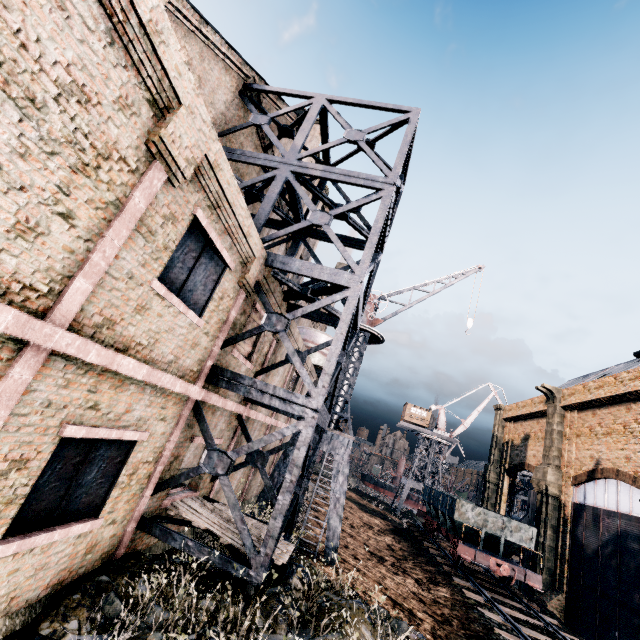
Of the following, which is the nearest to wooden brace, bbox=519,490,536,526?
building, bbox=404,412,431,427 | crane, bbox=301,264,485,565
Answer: Answer: crane, bbox=301,264,485,565

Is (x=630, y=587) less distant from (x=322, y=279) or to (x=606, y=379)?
(x=606, y=379)

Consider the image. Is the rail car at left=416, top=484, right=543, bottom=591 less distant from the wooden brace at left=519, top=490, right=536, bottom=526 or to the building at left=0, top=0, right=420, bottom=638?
the wooden brace at left=519, top=490, right=536, bottom=526

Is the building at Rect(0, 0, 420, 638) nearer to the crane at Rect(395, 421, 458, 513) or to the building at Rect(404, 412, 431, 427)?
the crane at Rect(395, 421, 458, 513)

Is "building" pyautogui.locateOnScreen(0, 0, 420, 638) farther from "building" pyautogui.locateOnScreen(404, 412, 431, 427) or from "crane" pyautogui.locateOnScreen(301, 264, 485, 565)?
"building" pyautogui.locateOnScreen(404, 412, 431, 427)

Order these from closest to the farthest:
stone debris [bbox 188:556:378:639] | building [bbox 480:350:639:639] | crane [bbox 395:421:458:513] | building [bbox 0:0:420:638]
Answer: building [bbox 0:0:420:638] → stone debris [bbox 188:556:378:639] → building [bbox 480:350:639:639] → crane [bbox 395:421:458:513]

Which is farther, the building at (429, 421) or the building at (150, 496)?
the building at (429, 421)

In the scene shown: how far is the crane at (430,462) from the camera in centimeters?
5491cm
